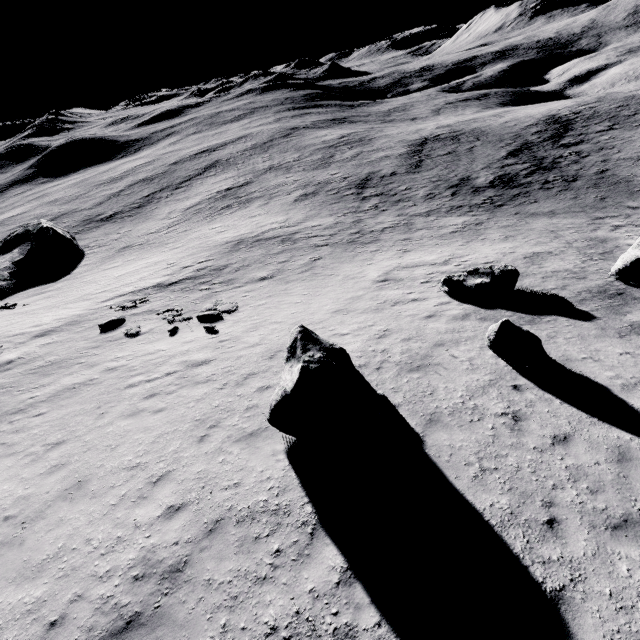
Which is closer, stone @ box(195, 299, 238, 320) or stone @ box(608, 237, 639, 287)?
stone @ box(608, 237, 639, 287)

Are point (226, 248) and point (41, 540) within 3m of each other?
no

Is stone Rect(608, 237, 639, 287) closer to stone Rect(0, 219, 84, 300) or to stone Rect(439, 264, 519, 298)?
stone Rect(439, 264, 519, 298)

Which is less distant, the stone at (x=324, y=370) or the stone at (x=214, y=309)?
the stone at (x=324, y=370)

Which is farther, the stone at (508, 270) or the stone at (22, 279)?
the stone at (22, 279)

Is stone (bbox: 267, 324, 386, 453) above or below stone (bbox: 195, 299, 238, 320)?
above

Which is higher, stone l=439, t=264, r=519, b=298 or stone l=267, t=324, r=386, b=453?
stone l=267, t=324, r=386, b=453

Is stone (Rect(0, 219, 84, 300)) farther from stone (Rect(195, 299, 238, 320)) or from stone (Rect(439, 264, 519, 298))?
stone (Rect(439, 264, 519, 298))
